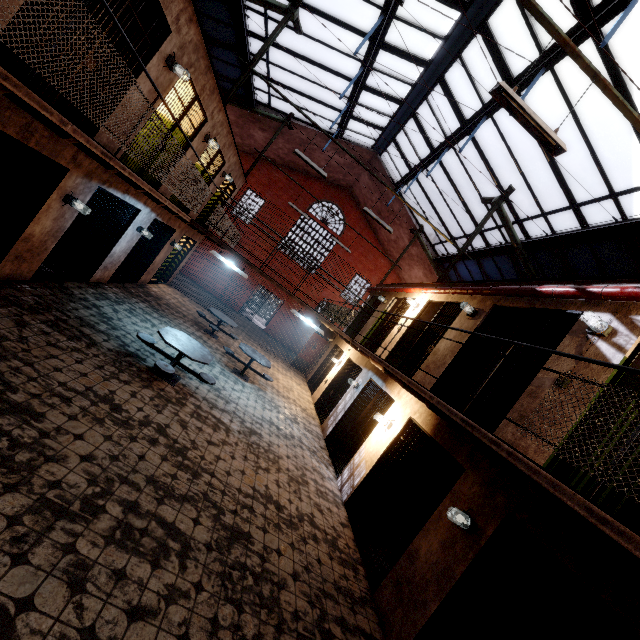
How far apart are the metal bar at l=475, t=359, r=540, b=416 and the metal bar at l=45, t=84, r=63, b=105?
8.0m

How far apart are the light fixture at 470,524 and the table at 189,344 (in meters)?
4.96

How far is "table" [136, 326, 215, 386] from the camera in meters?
6.2 m

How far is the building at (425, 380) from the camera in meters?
6.9 m

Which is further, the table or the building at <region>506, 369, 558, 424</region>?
the table

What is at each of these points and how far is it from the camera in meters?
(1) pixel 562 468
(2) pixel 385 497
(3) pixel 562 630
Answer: (1) building, 4.2 m
(2) metal bar, 6.0 m
(3) metal bar, 3.0 m

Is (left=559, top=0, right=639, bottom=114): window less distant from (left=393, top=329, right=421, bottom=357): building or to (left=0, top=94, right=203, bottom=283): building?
(left=393, top=329, right=421, bottom=357): building

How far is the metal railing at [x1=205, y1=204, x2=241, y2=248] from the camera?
9.3m
